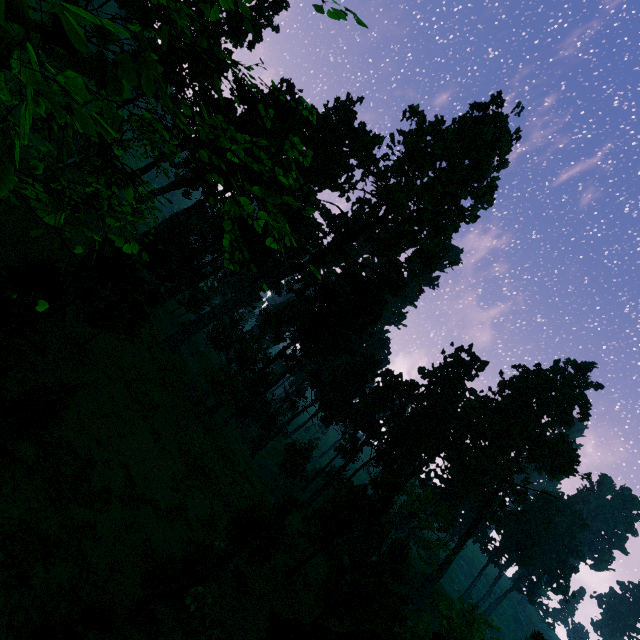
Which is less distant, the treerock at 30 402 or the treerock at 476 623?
the treerock at 30 402

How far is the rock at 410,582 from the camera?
58.19m

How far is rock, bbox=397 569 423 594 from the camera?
58.2m

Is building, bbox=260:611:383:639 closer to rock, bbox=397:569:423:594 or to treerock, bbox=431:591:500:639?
treerock, bbox=431:591:500:639

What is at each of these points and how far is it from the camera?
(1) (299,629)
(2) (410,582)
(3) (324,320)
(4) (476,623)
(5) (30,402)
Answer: (1) building, 11.03m
(2) rock, 59.59m
(3) treerock, 41.41m
(4) treerock, 20.41m
(5) treerock, 9.83m

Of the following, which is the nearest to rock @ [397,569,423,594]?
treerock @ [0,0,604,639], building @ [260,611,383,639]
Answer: treerock @ [0,0,604,639]

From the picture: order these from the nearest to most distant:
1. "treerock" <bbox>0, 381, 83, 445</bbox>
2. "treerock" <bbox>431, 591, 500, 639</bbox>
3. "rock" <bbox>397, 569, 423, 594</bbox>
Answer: "treerock" <bbox>0, 381, 83, 445</bbox> < "treerock" <bbox>431, 591, 500, 639</bbox> < "rock" <bbox>397, 569, 423, 594</bbox>
